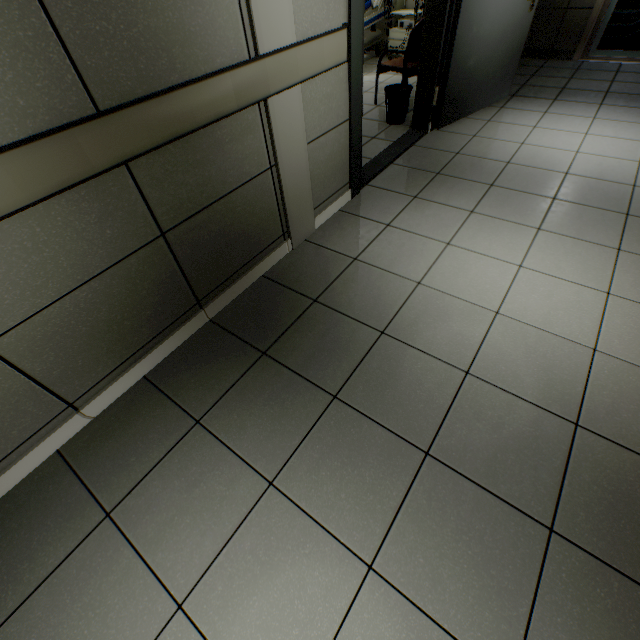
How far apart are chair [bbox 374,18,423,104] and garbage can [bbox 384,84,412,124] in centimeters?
19cm

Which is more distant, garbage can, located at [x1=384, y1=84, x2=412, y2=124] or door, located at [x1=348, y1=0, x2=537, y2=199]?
garbage can, located at [x1=384, y1=84, x2=412, y2=124]

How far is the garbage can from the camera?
3.73m

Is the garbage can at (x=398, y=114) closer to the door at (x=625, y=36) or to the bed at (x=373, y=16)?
the bed at (x=373, y=16)

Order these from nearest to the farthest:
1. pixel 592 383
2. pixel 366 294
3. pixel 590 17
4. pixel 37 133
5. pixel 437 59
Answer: pixel 37 133
pixel 592 383
pixel 366 294
pixel 437 59
pixel 590 17

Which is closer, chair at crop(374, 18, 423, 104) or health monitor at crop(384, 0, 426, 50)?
chair at crop(374, 18, 423, 104)

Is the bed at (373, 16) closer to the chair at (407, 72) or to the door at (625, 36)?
the chair at (407, 72)

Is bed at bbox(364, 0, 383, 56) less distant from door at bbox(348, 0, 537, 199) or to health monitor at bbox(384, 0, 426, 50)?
health monitor at bbox(384, 0, 426, 50)
